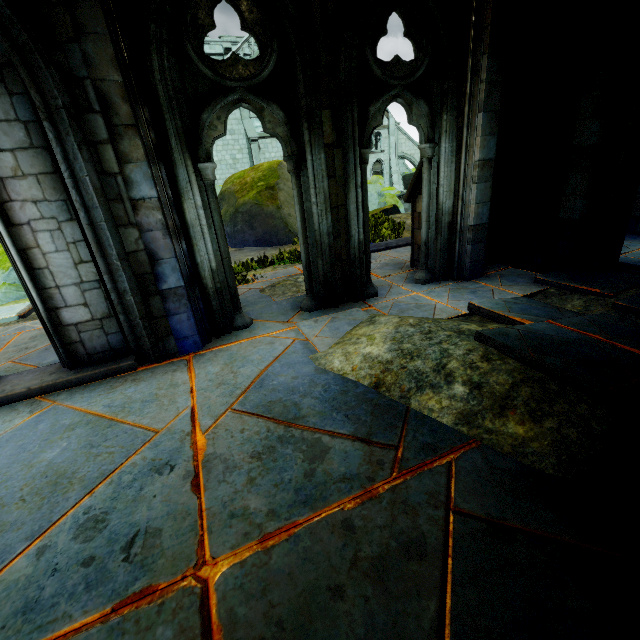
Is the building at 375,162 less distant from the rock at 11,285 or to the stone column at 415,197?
the rock at 11,285

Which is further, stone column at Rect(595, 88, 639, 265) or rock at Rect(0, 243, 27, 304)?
rock at Rect(0, 243, 27, 304)

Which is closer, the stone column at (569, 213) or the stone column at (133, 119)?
the stone column at (133, 119)

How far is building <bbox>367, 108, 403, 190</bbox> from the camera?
32.1 meters

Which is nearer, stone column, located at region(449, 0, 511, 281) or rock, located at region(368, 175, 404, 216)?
stone column, located at region(449, 0, 511, 281)

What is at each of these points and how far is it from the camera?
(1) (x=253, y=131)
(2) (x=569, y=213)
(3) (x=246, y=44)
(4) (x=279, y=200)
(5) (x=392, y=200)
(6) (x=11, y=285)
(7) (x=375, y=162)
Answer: (1) building, 24.0 meters
(2) stone column, 5.4 meters
(3) building, 23.0 meters
(4) rock, 13.6 meters
(5) rock, 27.4 meters
(6) rock, 9.1 meters
(7) building, 33.2 meters

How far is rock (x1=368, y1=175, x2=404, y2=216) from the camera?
14.7 meters

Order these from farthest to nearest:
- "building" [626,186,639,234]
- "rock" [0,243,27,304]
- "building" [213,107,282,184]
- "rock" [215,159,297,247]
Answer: "building" [213,107,282,184]
"rock" [215,159,297,247]
"rock" [0,243,27,304]
"building" [626,186,639,234]
